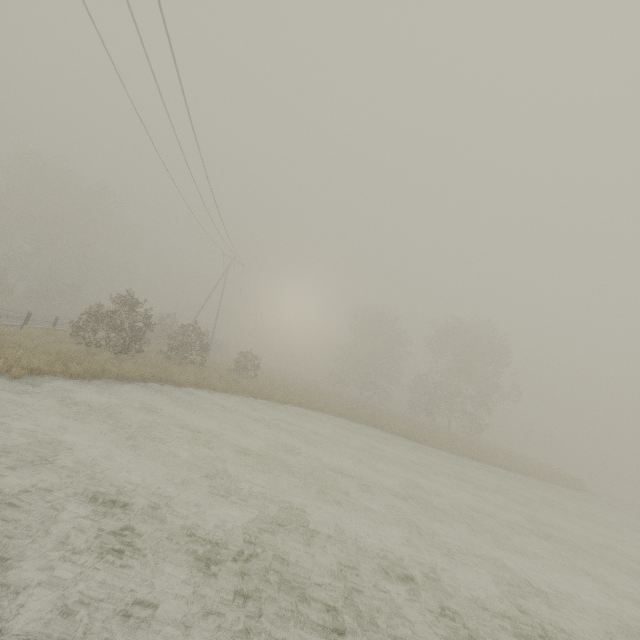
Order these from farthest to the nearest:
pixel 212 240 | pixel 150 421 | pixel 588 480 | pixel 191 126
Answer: pixel 588 480 → pixel 212 240 → pixel 191 126 → pixel 150 421
